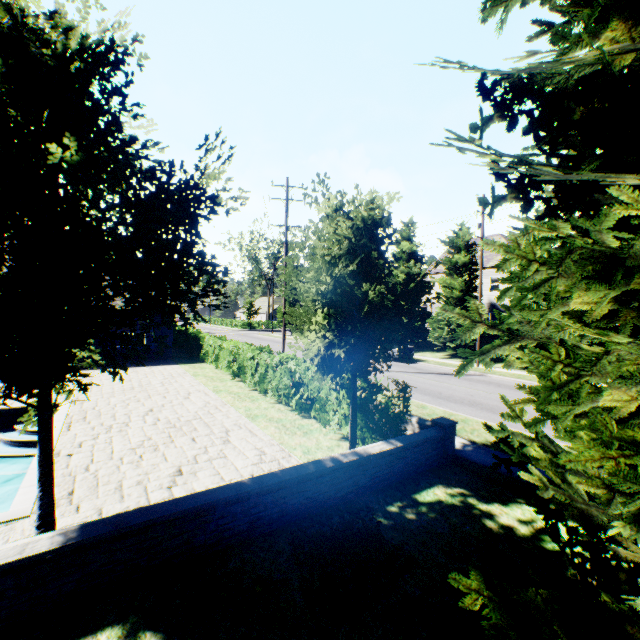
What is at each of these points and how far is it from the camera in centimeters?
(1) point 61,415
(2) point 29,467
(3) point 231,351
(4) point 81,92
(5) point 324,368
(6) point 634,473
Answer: (1) swimming pool, 1014cm
(2) swimming pool, 918cm
(3) hedge, 1655cm
(4) tree, 427cm
(5) tree, 721cm
(6) plant, 153cm

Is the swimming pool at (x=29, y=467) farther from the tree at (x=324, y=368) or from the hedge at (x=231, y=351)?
the hedge at (x=231, y=351)

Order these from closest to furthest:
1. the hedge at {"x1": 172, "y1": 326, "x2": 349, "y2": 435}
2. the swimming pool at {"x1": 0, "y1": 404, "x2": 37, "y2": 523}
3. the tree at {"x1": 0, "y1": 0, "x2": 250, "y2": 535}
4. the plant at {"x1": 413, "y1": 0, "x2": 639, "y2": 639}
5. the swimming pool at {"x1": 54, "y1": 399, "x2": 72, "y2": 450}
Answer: the plant at {"x1": 413, "y1": 0, "x2": 639, "y2": 639}, the tree at {"x1": 0, "y1": 0, "x2": 250, "y2": 535}, the swimming pool at {"x1": 0, "y1": 404, "x2": 37, "y2": 523}, the swimming pool at {"x1": 54, "y1": 399, "x2": 72, "y2": 450}, the hedge at {"x1": 172, "y1": 326, "x2": 349, "y2": 435}

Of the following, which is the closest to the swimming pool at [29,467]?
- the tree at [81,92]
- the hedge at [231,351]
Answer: the tree at [81,92]

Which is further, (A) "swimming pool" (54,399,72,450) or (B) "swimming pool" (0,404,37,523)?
(A) "swimming pool" (54,399,72,450)

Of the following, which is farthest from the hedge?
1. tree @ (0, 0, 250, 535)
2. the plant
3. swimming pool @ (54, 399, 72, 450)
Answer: the plant

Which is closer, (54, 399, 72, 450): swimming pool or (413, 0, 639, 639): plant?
(413, 0, 639, 639): plant

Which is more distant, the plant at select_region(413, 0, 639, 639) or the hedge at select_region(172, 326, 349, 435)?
the hedge at select_region(172, 326, 349, 435)
